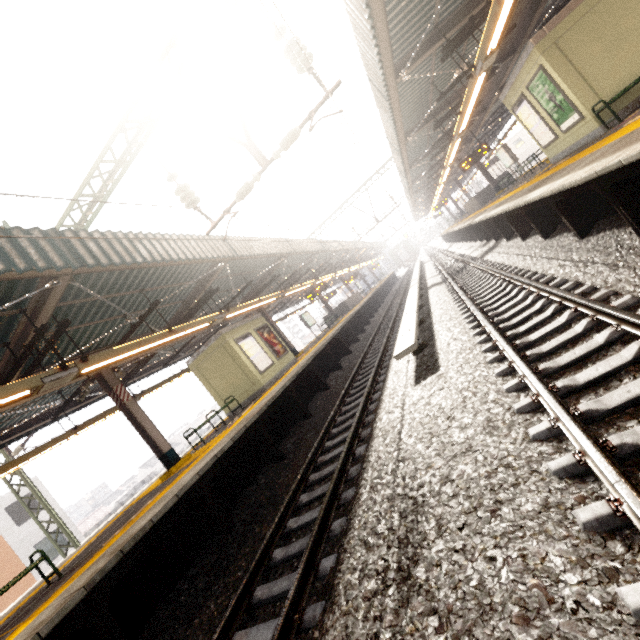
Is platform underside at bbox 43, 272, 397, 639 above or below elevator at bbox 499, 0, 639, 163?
below

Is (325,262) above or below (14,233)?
below

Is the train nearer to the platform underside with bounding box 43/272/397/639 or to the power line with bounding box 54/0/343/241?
the platform underside with bounding box 43/272/397/639

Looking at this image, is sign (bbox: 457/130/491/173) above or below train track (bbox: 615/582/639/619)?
above

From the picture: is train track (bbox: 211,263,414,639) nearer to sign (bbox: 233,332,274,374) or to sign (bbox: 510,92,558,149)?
sign (bbox: 233,332,274,374)

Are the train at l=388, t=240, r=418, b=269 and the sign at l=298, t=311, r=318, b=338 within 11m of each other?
no

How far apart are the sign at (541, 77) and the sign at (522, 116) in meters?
0.3 m

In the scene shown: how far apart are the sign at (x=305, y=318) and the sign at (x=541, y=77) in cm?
1583
